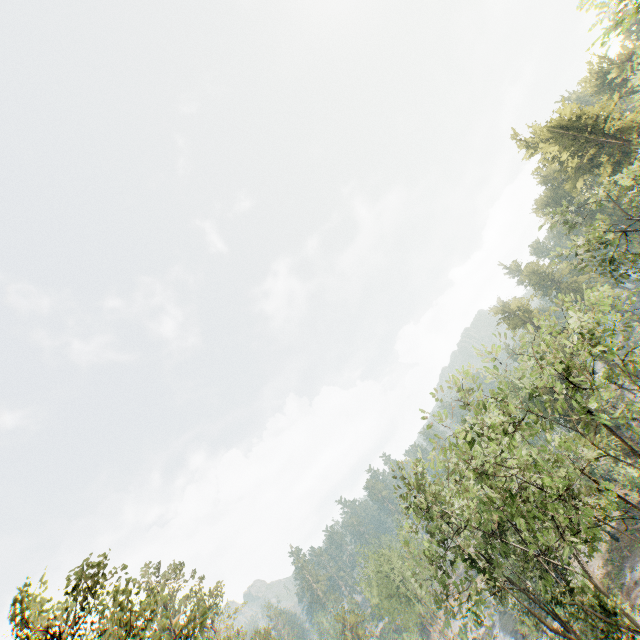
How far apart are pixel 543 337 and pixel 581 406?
4.0m

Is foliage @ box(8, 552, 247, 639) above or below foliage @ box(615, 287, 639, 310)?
above

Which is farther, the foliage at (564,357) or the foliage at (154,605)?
the foliage at (564,357)

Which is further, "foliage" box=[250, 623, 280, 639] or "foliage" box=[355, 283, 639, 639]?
"foliage" box=[250, 623, 280, 639]

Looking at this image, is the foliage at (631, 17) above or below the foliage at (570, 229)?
below

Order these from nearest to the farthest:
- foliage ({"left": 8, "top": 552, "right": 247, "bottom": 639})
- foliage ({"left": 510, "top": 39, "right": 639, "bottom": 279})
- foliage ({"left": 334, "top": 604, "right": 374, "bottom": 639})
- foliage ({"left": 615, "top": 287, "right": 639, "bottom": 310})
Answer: foliage ({"left": 8, "top": 552, "right": 247, "bottom": 639}) → foliage ({"left": 615, "top": 287, "right": 639, "bottom": 310}) → foliage ({"left": 510, "top": 39, "right": 639, "bottom": 279}) → foliage ({"left": 334, "top": 604, "right": 374, "bottom": 639})

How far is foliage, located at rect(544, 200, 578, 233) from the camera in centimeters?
2725cm
